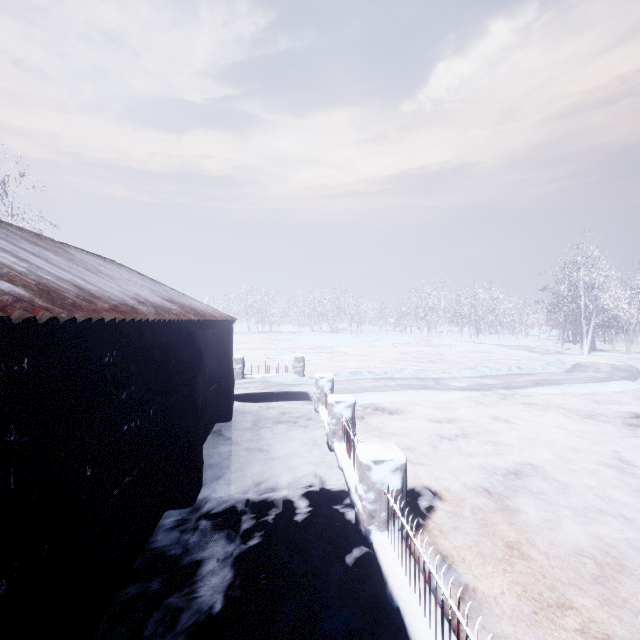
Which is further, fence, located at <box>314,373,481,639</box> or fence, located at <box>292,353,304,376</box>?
fence, located at <box>292,353,304,376</box>

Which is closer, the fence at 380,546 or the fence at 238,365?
the fence at 380,546

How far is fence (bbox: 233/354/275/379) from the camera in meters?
12.5 m

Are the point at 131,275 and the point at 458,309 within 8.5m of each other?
no
